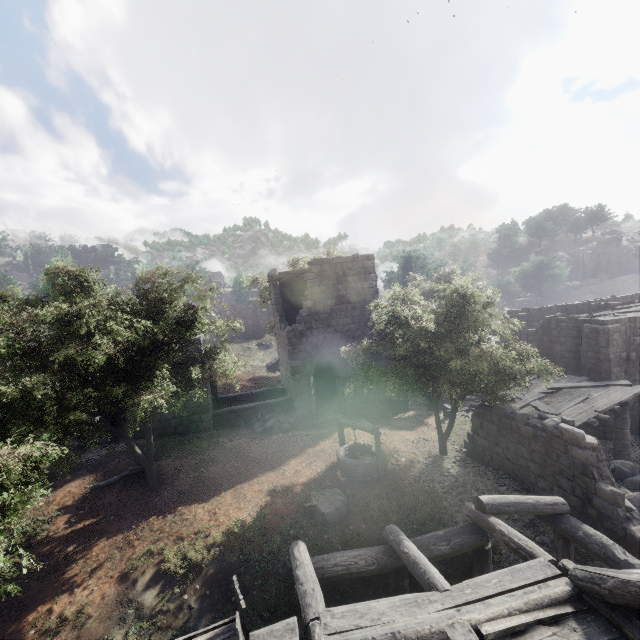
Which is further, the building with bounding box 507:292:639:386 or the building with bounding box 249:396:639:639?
the building with bounding box 507:292:639:386

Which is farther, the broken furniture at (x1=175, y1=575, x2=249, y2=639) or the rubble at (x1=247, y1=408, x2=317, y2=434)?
the rubble at (x1=247, y1=408, x2=317, y2=434)

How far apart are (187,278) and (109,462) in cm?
914

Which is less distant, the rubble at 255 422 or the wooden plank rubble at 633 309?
the rubble at 255 422

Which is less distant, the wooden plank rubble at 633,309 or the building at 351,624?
the building at 351,624

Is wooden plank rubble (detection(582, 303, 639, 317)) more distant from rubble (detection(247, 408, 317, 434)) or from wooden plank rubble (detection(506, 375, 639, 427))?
rubble (detection(247, 408, 317, 434))

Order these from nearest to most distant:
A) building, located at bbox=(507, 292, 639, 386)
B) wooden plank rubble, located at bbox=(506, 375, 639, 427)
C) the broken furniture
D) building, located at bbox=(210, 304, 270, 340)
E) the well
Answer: the broken furniture < the well < wooden plank rubble, located at bbox=(506, 375, 639, 427) < building, located at bbox=(507, 292, 639, 386) < building, located at bbox=(210, 304, 270, 340)

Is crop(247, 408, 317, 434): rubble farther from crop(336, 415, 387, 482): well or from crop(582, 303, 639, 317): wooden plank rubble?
crop(582, 303, 639, 317): wooden plank rubble
